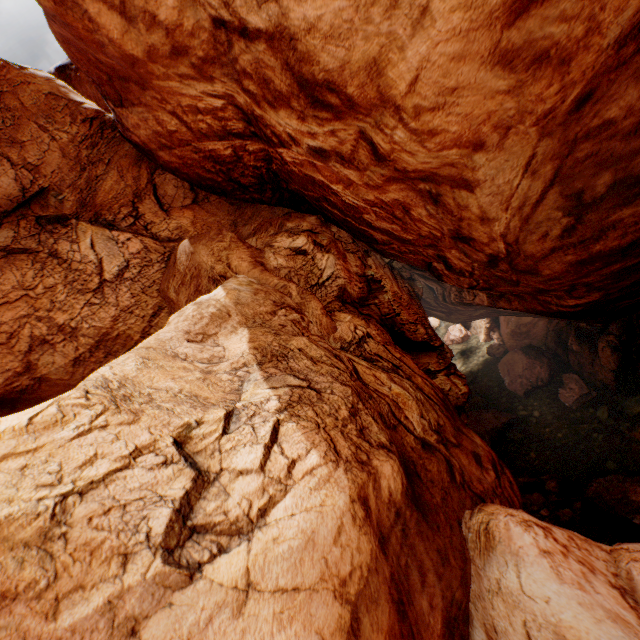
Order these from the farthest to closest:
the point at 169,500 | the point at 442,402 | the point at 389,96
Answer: the point at 442,402 < the point at 389,96 < the point at 169,500
